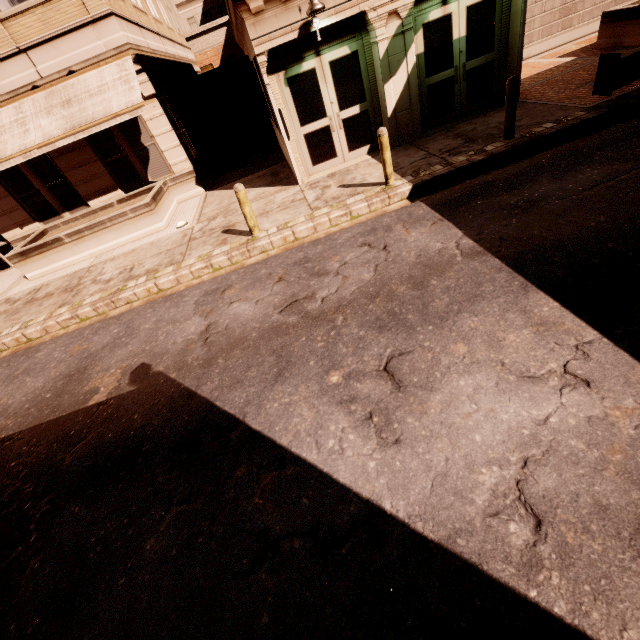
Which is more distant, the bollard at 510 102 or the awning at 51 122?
the awning at 51 122

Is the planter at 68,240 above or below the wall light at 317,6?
below

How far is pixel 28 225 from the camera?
12.2 meters

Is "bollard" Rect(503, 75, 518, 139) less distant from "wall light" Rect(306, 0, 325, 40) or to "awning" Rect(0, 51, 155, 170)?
"wall light" Rect(306, 0, 325, 40)

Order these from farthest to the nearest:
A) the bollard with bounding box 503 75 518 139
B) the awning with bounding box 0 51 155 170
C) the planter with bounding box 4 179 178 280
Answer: the planter with bounding box 4 179 178 280, the awning with bounding box 0 51 155 170, the bollard with bounding box 503 75 518 139

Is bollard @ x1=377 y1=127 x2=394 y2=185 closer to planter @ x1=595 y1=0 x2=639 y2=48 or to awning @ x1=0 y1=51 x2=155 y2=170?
awning @ x1=0 y1=51 x2=155 y2=170

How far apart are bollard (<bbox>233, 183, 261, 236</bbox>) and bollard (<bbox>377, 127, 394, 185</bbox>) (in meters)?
3.17

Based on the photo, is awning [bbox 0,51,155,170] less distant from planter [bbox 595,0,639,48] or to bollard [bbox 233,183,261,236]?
bollard [bbox 233,183,261,236]
